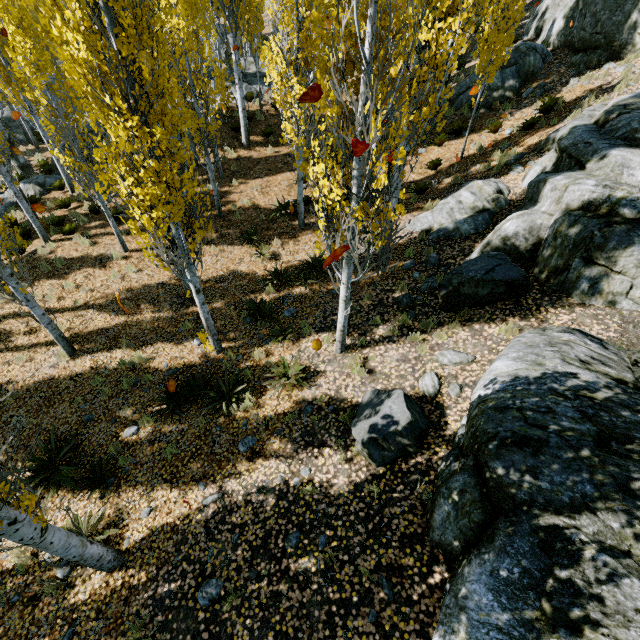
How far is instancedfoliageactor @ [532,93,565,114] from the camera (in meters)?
12.21

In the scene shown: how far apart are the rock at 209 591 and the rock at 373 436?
2.9 meters

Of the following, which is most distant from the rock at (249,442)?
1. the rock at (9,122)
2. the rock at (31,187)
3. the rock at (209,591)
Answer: the rock at (9,122)

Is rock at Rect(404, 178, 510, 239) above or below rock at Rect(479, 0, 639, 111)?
below

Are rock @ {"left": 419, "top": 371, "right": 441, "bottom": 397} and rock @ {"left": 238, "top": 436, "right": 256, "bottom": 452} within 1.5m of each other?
no

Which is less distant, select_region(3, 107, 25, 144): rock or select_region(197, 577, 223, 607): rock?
select_region(197, 577, 223, 607): rock

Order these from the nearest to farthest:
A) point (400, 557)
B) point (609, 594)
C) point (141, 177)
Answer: point (609, 594) → point (400, 557) → point (141, 177)

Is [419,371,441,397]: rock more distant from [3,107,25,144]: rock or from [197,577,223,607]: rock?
[3,107,25,144]: rock
